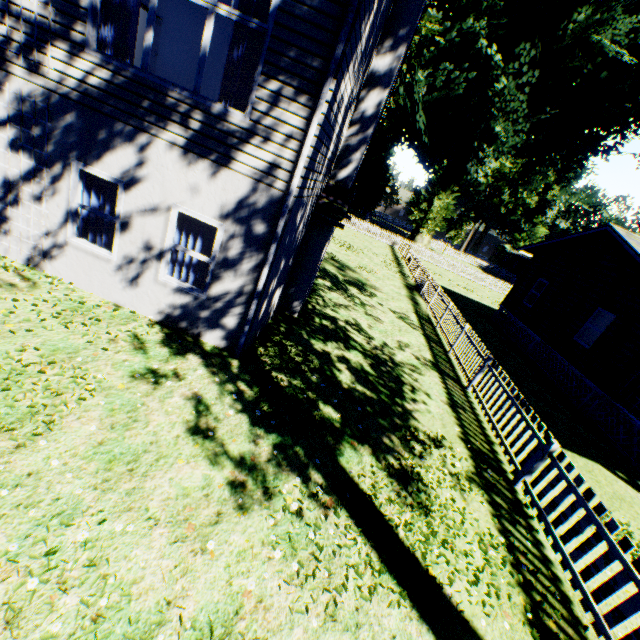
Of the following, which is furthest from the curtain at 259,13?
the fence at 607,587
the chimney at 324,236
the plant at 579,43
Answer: the plant at 579,43

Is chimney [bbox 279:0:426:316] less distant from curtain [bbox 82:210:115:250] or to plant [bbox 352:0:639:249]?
curtain [bbox 82:210:115:250]

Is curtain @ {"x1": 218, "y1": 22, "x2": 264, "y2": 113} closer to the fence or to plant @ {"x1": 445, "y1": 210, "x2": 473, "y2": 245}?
the fence

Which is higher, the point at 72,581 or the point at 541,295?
the point at 541,295

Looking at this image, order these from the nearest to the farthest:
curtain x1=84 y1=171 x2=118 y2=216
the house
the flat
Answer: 1. curtain x1=84 y1=171 x2=118 y2=216
2. the house
3. the flat

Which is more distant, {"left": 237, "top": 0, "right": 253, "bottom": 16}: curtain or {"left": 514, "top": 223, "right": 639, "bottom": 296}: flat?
{"left": 514, "top": 223, "right": 639, "bottom": 296}: flat

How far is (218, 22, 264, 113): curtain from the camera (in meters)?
5.20

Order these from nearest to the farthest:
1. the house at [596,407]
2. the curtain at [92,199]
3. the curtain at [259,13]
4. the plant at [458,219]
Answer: the curtain at [259,13] → the curtain at [92,199] → the house at [596,407] → the plant at [458,219]
